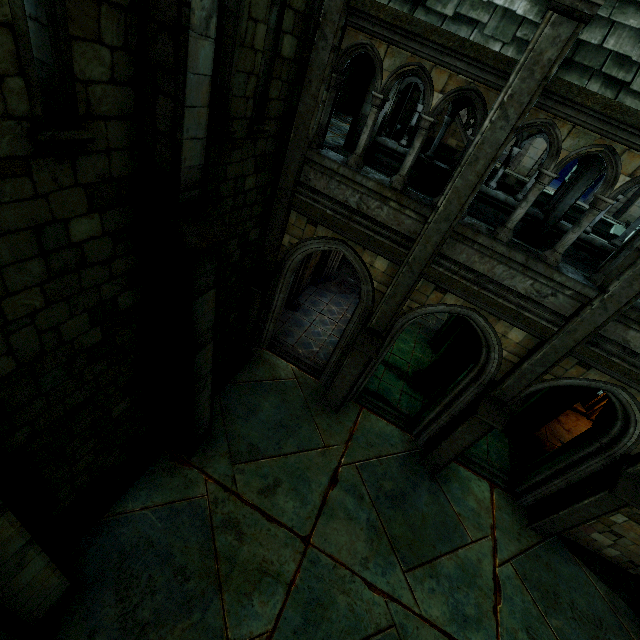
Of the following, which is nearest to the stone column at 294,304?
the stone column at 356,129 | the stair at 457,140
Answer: the stone column at 356,129

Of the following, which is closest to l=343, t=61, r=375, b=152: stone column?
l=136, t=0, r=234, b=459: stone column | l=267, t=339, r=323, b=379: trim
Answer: l=267, t=339, r=323, b=379: trim

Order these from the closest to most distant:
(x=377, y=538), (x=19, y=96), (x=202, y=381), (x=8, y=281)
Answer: (x=19, y=96)
(x=8, y=281)
(x=202, y=381)
(x=377, y=538)

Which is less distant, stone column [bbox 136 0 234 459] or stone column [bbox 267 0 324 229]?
stone column [bbox 136 0 234 459]

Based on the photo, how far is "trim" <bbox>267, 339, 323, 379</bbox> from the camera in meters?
10.1 m

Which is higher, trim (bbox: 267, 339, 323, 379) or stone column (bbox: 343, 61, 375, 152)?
stone column (bbox: 343, 61, 375, 152)

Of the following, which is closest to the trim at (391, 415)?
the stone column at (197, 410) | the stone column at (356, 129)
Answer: the stone column at (197, 410)

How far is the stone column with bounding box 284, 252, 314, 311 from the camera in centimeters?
1119cm
